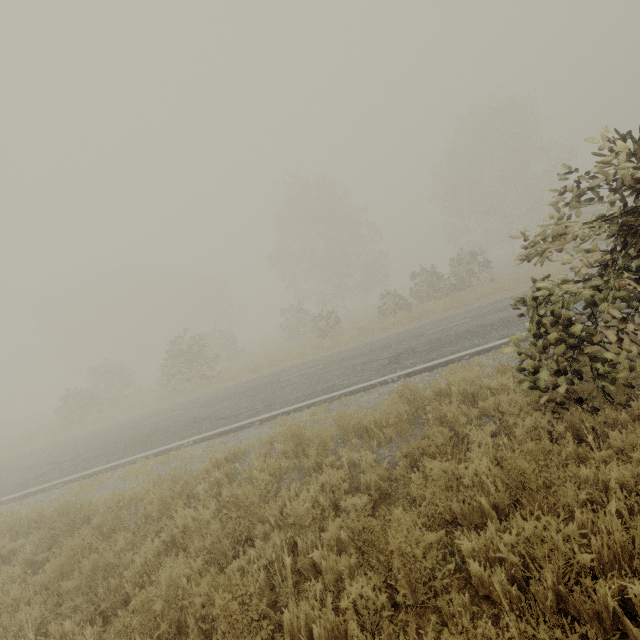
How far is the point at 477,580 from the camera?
2.8m
